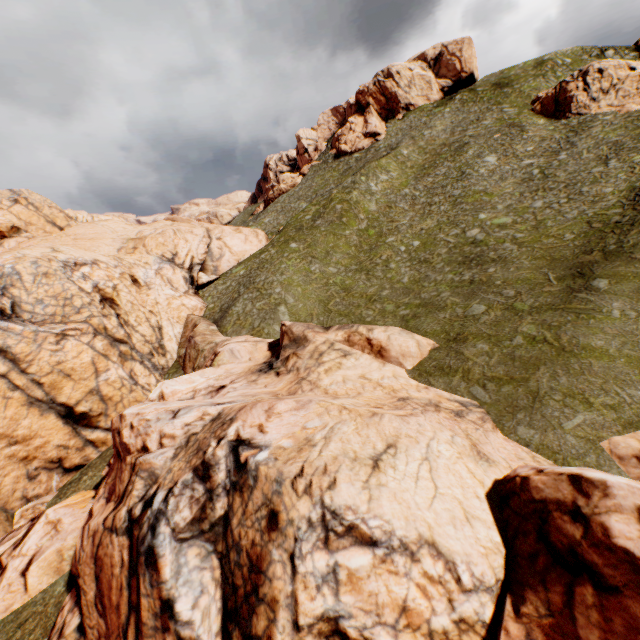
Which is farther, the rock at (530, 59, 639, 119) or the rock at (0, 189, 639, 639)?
the rock at (530, 59, 639, 119)

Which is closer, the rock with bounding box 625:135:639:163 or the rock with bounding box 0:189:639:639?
the rock with bounding box 0:189:639:639

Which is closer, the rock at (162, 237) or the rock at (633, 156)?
the rock at (162, 237)

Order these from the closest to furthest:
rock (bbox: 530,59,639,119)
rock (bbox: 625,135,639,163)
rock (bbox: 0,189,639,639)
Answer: rock (bbox: 0,189,639,639)
rock (bbox: 625,135,639,163)
rock (bbox: 530,59,639,119)

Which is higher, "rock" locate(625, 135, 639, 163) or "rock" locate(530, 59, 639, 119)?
"rock" locate(530, 59, 639, 119)

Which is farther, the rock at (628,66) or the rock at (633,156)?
the rock at (628,66)

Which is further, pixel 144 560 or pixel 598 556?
pixel 144 560
